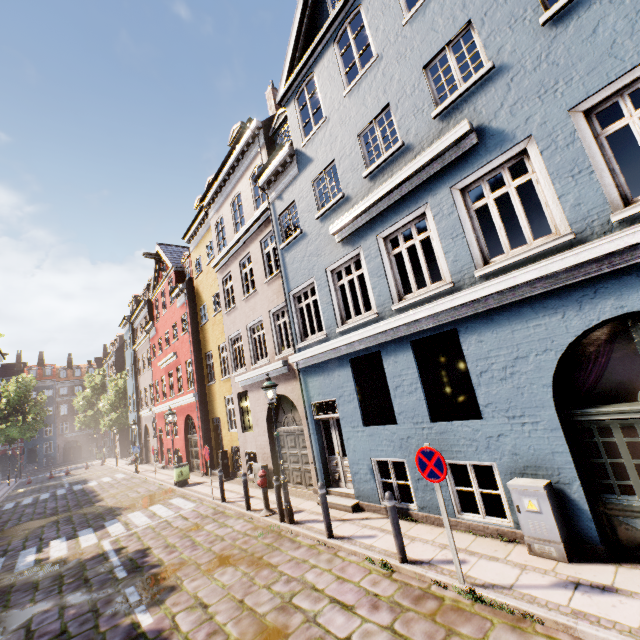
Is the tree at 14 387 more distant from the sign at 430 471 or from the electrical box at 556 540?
the electrical box at 556 540

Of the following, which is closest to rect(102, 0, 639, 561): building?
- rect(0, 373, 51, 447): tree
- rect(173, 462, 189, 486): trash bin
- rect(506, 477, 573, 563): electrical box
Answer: rect(506, 477, 573, 563): electrical box

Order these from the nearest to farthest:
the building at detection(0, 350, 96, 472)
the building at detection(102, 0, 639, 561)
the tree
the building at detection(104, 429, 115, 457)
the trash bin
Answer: the building at detection(102, 0, 639, 561) < the trash bin < the tree < the building at detection(104, 429, 115, 457) < the building at detection(0, 350, 96, 472)

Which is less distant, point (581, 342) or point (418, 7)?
point (581, 342)

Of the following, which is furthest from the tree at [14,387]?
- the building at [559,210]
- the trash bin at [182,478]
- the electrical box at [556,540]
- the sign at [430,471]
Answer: the electrical box at [556,540]

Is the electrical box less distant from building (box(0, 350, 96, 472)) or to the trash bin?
building (box(0, 350, 96, 472))

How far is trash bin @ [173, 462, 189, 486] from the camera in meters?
15.5 m

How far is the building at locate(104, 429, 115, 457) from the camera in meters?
43.3 m
